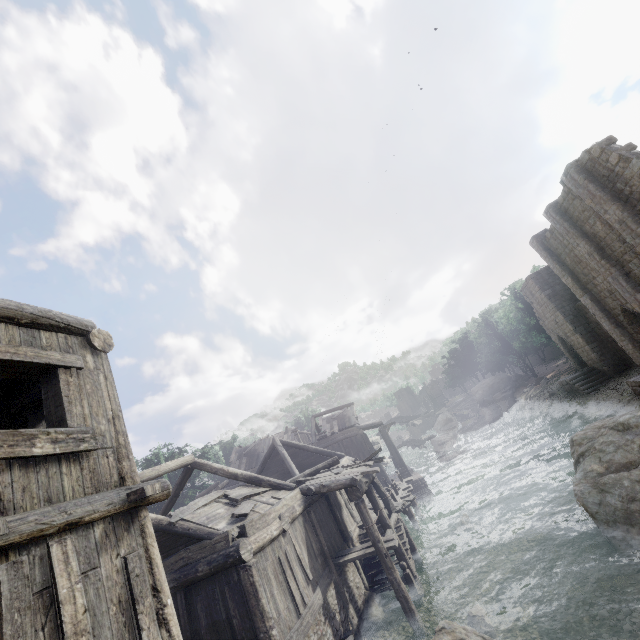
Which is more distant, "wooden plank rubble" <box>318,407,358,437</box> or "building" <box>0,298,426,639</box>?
"wooden plank rubble" <box>318,407,358,437</box>

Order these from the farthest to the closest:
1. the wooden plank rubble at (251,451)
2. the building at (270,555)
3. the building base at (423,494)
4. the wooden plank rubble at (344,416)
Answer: the wooden plank rubble at (251,451), the wooden plank rubble at (344,416), the building base at (423,494), the building at (270,555)

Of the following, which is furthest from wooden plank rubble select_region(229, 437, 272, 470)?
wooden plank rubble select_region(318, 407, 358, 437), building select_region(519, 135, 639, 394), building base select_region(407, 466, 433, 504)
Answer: building base select_region(407, 466, 433, 504)

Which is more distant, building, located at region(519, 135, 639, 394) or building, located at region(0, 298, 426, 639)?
building, located at region(519, 135, 639, 394)

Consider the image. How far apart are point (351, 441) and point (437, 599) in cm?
1837

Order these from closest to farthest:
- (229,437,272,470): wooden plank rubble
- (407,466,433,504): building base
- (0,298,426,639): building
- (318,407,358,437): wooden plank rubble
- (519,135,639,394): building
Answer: (0,298,426,639): building
(519,135,639,394): building
(407,466,433,504): building base
(318,407,358,437): wooden plank rubble
(229,437,272,470): wooden plank rubble

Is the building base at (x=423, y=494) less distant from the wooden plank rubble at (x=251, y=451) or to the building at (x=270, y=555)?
the building at (x=270, y=555)
